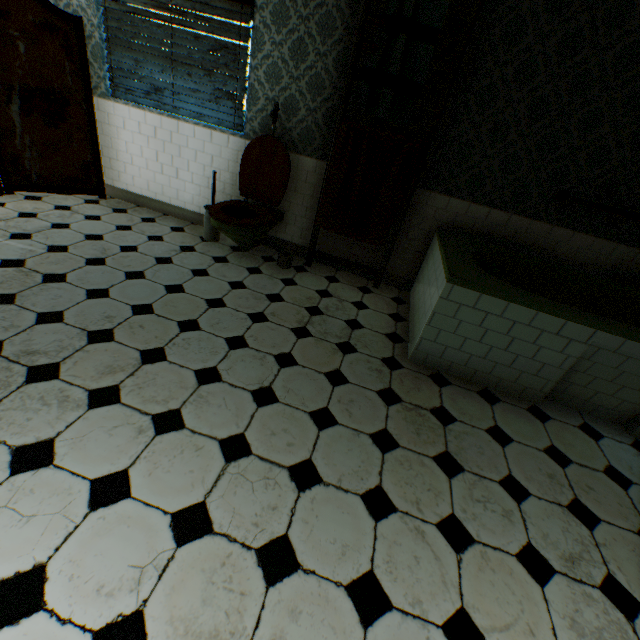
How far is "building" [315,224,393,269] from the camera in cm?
390

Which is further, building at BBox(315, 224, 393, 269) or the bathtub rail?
building at BBox(315, 224, 393, 269)

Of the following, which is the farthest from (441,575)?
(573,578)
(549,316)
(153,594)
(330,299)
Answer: (330,299)

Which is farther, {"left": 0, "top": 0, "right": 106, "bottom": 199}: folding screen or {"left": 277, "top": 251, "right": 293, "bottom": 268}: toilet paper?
{"left": 277, "top": 251, "right": 293, "bottom": 268}: toilet paper

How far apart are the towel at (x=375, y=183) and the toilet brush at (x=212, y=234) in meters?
1.2 m

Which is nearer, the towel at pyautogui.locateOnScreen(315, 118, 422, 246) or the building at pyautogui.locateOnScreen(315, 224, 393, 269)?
the towel at pyautogui.locateOnScreen(315, 118, 422, 246)

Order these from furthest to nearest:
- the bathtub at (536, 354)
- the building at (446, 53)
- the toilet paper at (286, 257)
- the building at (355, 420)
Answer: the toilet paper at (286, 257) → the building at (446, 53) → the bathtub at (536, 354) → the building at (355, 420)

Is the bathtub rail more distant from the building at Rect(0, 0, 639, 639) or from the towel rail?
the towel rail
